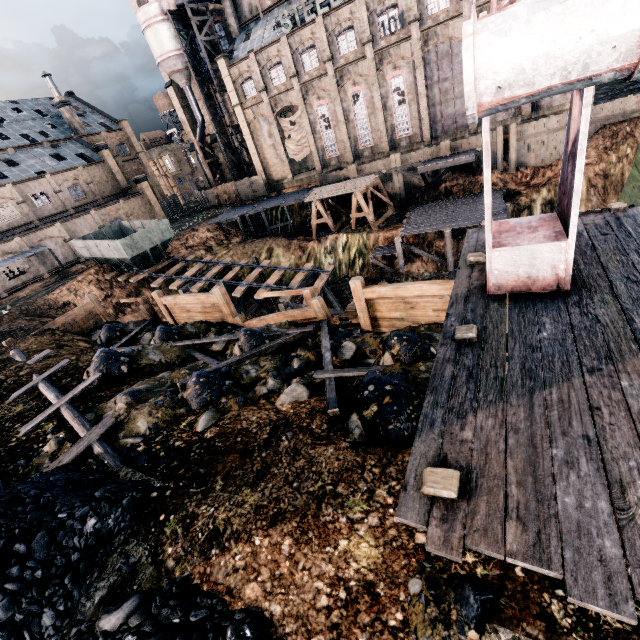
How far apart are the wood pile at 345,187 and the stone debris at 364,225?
3.5 meters

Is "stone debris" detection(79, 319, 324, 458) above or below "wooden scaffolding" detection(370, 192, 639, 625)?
below

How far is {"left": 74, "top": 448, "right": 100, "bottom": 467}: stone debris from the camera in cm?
759

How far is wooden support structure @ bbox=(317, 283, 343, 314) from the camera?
26.21m

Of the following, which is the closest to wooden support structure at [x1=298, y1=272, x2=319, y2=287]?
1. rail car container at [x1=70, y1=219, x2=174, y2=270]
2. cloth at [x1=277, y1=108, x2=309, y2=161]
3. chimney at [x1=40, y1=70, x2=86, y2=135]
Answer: rail car container at [x1=70, y1=219, x2=174, y2=270]

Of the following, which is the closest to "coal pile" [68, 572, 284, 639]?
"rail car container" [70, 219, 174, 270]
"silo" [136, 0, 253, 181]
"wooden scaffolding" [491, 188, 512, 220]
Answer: "rail car container" [70, 219, 174, 270]

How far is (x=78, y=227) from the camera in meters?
40.8 m

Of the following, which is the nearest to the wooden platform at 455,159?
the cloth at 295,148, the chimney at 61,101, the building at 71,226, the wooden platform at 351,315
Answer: the cloth at 295,148
